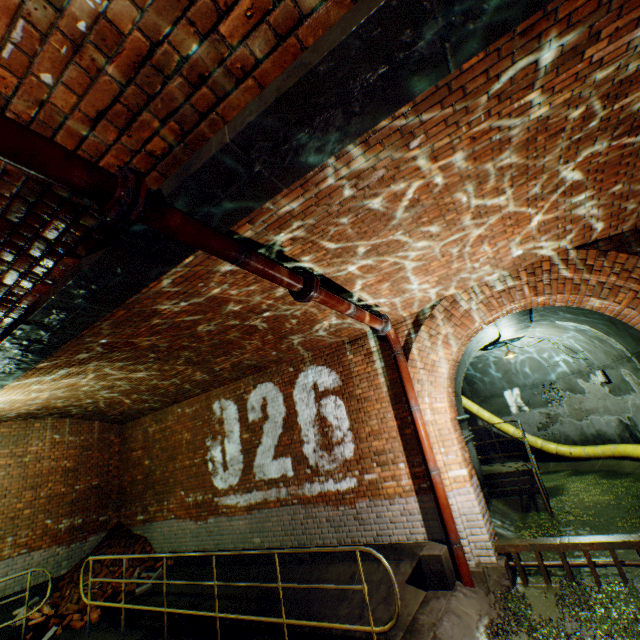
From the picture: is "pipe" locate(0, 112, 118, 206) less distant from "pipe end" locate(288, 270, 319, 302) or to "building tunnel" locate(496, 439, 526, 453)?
"pipe end" locate(288, 270, 319, 302)

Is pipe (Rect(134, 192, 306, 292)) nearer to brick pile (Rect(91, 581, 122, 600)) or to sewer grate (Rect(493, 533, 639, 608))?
sewer grate (Rect(493, 533, 639, 608))

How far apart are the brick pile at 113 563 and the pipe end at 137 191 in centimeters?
969cm

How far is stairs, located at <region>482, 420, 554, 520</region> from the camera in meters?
7.6 m

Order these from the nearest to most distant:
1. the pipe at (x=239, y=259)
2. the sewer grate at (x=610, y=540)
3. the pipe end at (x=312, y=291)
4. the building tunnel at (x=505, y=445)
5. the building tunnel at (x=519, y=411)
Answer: the pipe at (x=239, y=259)
the pipe end at (x=312, y=291)
the sewer grate at (x=610, y=540)
the building tunnel at (x=519, y=411)
the building tunnel at (x=505, y=445)

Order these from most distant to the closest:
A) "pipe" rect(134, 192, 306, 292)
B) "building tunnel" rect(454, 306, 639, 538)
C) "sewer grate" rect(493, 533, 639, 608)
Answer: "building tunnel" rect(454, 306, 639, 538), "sewer grate" rect(493, 533, 639, 608), "pipe" rect(134, 192, 306, 292)

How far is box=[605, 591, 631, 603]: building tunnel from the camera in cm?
424

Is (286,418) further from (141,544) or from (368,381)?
(141,544)
